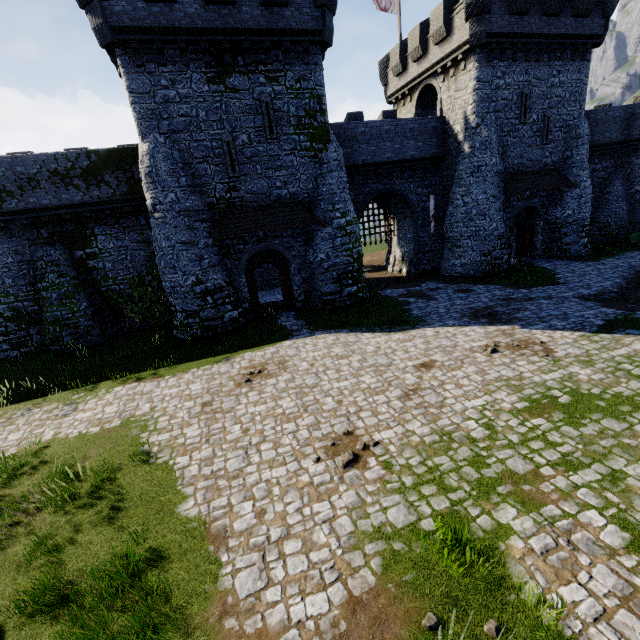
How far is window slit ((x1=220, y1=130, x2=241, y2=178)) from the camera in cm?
1645

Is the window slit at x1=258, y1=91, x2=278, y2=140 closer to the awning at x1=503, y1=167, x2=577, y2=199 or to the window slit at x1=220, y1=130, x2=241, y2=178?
the window slit at x1=220, y1=130, x2=241, y2=178

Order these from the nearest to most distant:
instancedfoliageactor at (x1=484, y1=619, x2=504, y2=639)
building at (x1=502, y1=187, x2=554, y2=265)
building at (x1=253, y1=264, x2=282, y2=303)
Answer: instancedfoliageactor at (x1=484, y1=619, x2=504, y2=639) < building at (x1=502, y1=187, x2=554, y2=265) < building at (x1=253, y1=264, x2=282, y2=303)

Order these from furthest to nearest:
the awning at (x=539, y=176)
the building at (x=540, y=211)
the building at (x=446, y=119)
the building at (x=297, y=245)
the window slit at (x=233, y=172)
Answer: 1. the building at (x=540, y=211)
2. the awning at (x=539, y=176)
3. the building at (x=297, y=245)
4. the window slit at (x=233, y=172)
5. the building at (x=446, y=119)

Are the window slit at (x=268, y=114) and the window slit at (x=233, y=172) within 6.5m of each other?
yes

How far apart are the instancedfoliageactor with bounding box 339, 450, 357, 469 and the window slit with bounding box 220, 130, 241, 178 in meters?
15.2

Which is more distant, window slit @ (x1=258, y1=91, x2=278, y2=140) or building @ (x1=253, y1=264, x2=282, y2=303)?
building @ (x1=253, y1=264, x2=282, y2=303)

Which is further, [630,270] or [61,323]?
[630,270]
